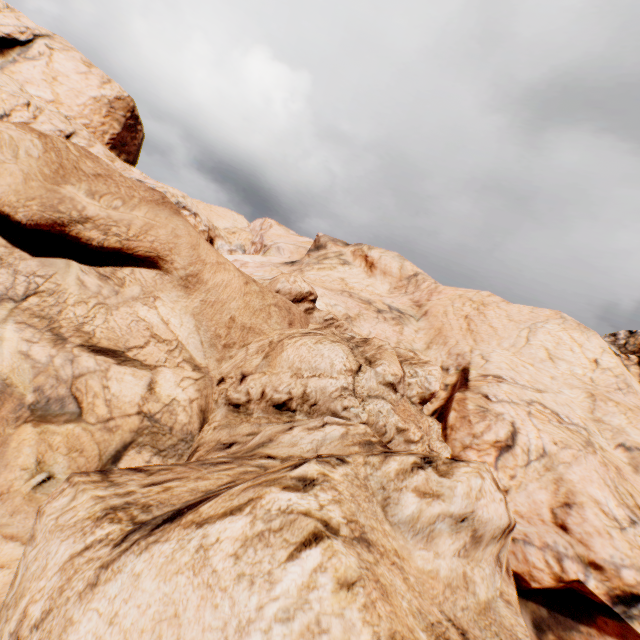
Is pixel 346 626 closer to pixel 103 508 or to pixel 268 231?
pixel 103 508
